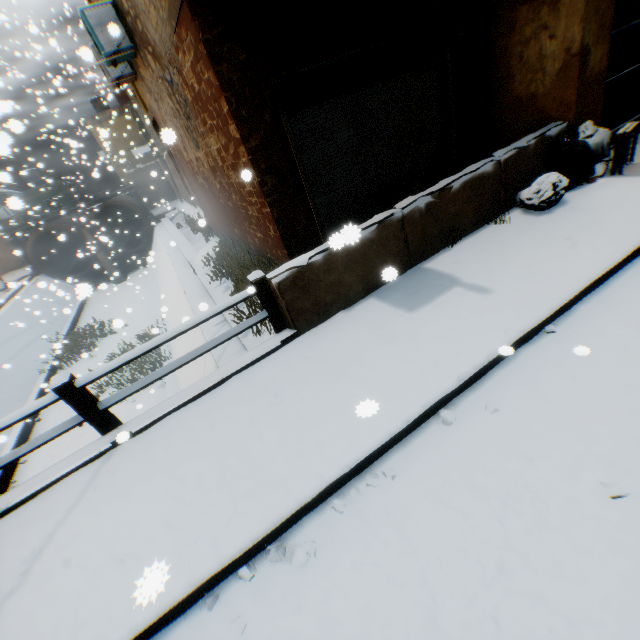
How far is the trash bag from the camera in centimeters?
476cm

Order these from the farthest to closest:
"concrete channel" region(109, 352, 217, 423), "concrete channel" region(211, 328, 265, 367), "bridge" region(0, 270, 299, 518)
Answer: "concrete channel" region(109, 352, 217, 423)
"concrete channel" region(211, 328, 265, 367)
"bridge" region(0, 270, 299, 518)

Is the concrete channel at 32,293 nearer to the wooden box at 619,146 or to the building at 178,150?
the building at 178,150

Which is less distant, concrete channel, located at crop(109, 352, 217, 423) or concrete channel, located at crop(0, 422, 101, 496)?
concrete channel, located at crop(109, 352, 217, 423)

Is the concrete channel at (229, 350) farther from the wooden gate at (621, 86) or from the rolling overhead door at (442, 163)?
the wooden gate at (621, 86)

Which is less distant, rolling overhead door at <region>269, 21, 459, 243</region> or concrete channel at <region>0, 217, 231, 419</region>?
rolling overhead door at <region>269, 21, 459, 243</region>

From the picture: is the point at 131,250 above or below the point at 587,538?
below

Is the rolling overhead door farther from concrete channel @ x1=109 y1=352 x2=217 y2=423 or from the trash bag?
the trash bag
